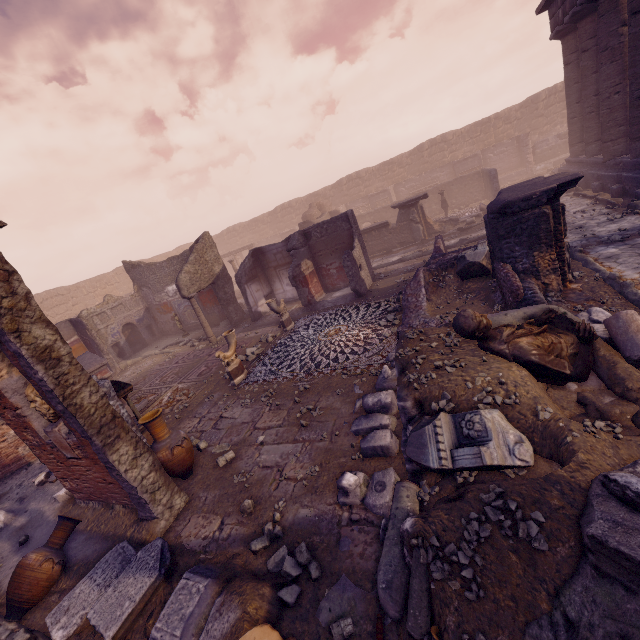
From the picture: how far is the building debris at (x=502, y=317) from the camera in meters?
4.7 m

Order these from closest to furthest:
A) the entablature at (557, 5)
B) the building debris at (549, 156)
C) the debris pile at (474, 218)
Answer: the entablature at (557, 5) < the debris pile at (474, 218) < the building debris at (549, 156)

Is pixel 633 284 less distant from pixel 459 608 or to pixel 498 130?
pixel 459 608

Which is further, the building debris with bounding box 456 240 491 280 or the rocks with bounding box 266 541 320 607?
the building debris with bounding box 456 240 491 280

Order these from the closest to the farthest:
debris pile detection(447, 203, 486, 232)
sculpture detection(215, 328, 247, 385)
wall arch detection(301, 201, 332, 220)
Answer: sculpture detection(215, 328, 247, 385)
debris pile detection(447, 203, 486, 232)
wall arch detection(301, 201, 332, 220)

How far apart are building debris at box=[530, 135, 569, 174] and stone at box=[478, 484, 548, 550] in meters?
27.1 m

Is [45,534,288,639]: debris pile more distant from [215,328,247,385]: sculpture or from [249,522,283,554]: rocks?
[215,328,247,385]: sculpture

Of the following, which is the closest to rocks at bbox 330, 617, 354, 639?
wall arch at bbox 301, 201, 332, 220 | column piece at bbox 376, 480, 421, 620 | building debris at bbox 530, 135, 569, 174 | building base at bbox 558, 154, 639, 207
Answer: column piece at bbox 376, 480, 421, 620
